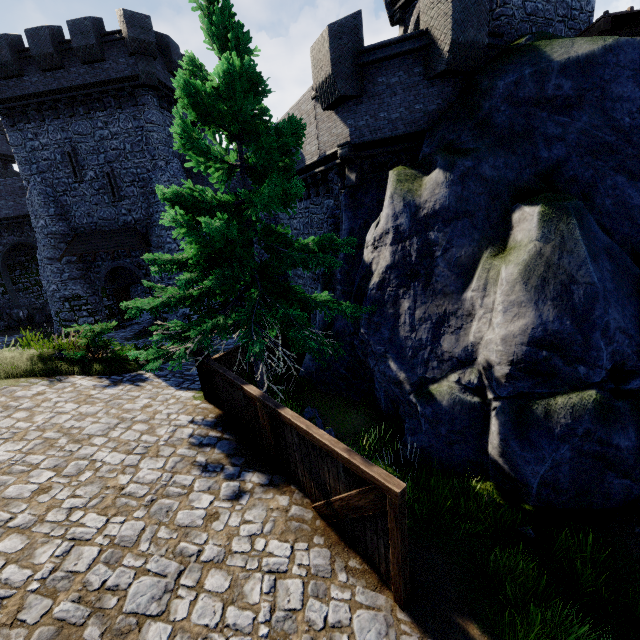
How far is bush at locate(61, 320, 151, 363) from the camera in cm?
→ 988

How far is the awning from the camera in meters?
20.3 m

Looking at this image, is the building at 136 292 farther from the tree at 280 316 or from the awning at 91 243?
the tree at 280 316

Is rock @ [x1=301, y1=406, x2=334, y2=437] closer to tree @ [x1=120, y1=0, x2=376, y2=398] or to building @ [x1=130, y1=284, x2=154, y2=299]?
tree @ [x1=120, y1=0, x2=376, y2=398]

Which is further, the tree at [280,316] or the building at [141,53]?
the building at [141,53]

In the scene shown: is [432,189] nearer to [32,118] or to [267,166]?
[267,166]

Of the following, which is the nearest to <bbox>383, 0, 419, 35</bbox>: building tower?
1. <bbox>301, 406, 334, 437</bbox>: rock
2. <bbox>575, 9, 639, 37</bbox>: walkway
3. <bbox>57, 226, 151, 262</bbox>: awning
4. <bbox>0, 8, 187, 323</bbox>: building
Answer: <bbox>575, 9, 639, 37</bbox>: walkway

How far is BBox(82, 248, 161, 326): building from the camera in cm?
2150
